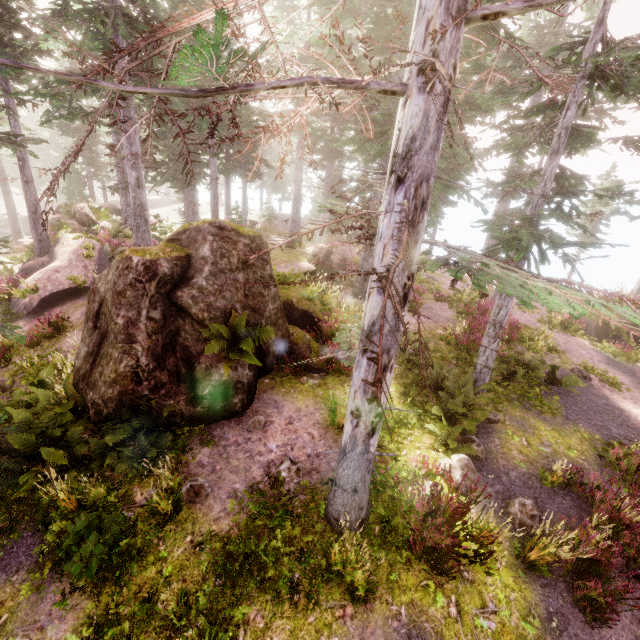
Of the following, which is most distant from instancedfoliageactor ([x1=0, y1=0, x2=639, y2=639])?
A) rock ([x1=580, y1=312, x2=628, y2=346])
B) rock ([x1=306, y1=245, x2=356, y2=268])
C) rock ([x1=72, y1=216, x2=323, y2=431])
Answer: rock ([x1=306, y1=245, x2=356, y2=268])

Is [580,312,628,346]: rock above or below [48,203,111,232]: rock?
below

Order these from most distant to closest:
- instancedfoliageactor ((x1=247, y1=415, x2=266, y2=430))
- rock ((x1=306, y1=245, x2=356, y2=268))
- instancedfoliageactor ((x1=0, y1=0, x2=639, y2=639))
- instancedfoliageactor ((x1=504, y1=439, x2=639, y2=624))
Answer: rock ((x1=306, y1=245, x2=356, y2=268)) → instancedfoliageactor ((x1=247, y1=415, x2=266, y2=430)) → instancedfoliageactor ((x1=504, y1=439, x2=639, y2=624)) → instancedfoliageactor ((x1=0, y1=0, x2=639, y2=639))

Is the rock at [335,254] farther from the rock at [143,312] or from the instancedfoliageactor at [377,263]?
the rock at [143,312]

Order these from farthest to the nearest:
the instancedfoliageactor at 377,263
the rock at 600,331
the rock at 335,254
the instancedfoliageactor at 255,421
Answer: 1. the rock at 335,254
2. the rock at 600,331
3. the instancedfoliageactor at 255,421
4. the instancedfoliageactor at 377,263

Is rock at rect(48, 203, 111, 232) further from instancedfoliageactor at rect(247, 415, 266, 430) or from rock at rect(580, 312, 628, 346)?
rock at rect(580, 312, 628, 346)

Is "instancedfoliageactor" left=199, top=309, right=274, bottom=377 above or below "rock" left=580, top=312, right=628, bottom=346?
above

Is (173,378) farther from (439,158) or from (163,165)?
(163,165)
